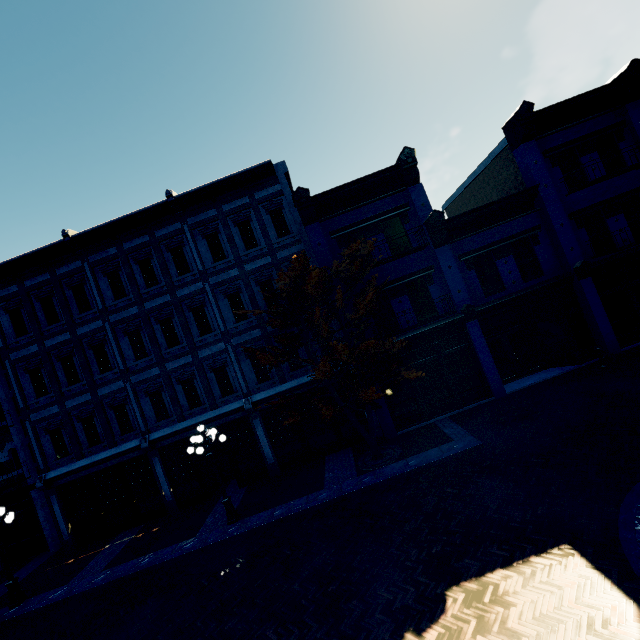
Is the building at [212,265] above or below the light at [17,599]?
above

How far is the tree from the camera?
11.29m

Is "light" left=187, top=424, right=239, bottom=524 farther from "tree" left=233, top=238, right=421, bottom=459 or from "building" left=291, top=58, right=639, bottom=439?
"building" left=291, top=58, right=639, bottom=439

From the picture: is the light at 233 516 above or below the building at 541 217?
below

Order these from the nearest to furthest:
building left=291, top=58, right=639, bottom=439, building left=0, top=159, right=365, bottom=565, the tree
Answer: the tree, building left=291, top=58, right=639, bottom=439, building left=0, top=159, right=365, bottom=565

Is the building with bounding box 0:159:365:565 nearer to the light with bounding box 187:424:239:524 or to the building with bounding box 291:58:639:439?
the building with bounding box 291:58:639:439

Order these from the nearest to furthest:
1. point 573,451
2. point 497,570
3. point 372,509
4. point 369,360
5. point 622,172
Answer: point 497,570
point 573,451
point 372,509
point 369,360
point 622,172

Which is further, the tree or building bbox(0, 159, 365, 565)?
building bbox(0, 159, 365, 565)
